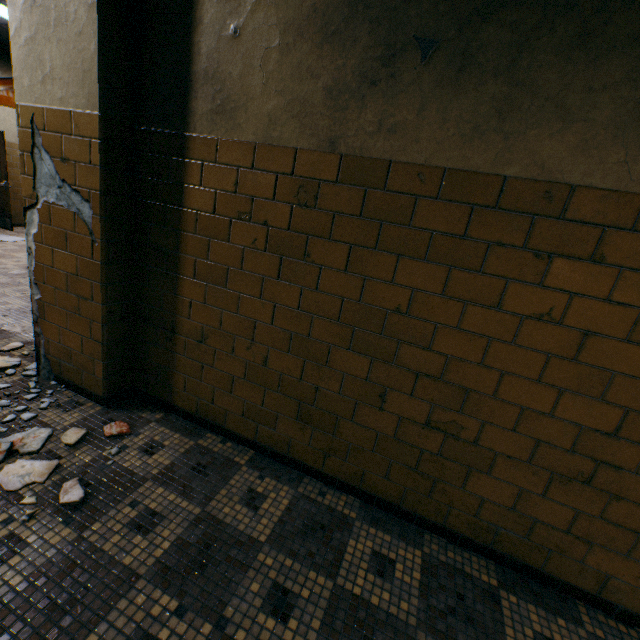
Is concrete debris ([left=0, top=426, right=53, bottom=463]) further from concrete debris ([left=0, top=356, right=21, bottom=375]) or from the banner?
the banner

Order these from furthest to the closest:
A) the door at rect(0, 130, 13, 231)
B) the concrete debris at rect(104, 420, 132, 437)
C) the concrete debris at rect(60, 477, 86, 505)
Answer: the door at rect(0, 130, 13, 231), the concrete debris at rect(104, 420, 132, 437), the concrete debris at rect(60, 477, 86, 505)

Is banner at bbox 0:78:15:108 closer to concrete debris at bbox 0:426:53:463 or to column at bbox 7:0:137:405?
column at bbox 7:0:137:405

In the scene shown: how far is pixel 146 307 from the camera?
2.4m

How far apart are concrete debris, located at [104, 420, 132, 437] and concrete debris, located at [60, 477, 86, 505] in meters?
0.1

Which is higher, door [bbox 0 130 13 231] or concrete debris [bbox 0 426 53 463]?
door [bbox 0 130 13 231]

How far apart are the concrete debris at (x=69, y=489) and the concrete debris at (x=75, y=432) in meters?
0.1 m

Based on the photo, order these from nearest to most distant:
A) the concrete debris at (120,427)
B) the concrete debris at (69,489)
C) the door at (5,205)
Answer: the concrete debris at (69,489), the concrete debris at (120,427), the door at (5,205)
